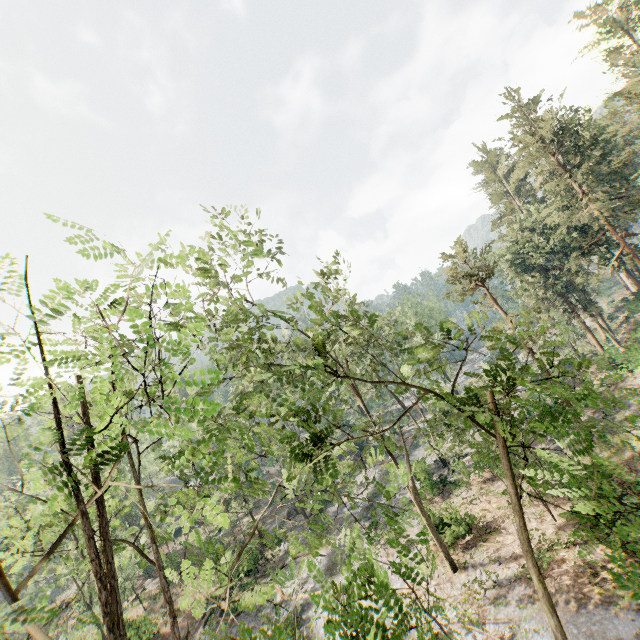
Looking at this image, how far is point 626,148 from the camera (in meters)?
24.30
